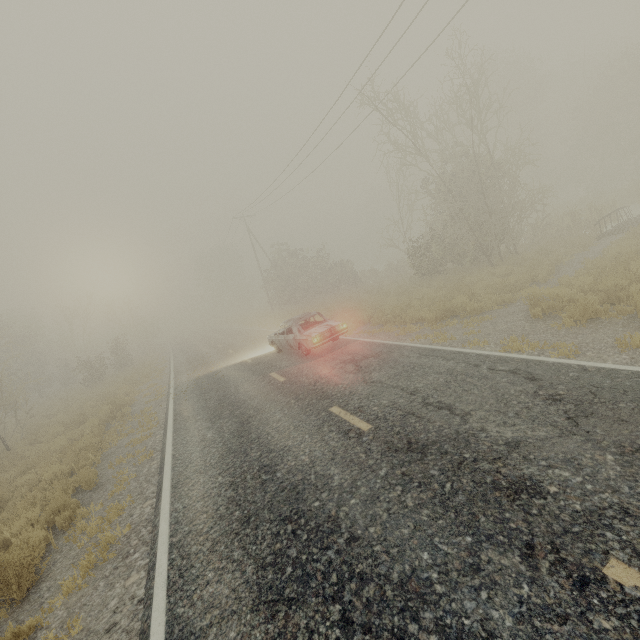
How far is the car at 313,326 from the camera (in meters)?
11.67

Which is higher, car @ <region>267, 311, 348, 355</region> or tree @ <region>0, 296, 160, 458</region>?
tree @ <region>0, 296, 160, 458</region>

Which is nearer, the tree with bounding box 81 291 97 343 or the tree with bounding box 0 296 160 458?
the tree with bounding box 0 296 160 458

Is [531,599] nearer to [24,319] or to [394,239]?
[394,239]

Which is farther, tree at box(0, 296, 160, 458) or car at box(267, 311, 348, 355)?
tree at box(0, 296, 160, 458)

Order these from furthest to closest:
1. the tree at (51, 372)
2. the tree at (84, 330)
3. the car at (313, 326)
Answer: the tree at (84, 330)
the tree at (51, 372)
the car at (313, 326)

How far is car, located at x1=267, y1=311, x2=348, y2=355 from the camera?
11.67m

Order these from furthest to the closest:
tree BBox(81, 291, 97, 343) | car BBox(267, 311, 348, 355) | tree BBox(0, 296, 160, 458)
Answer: tree BBox(81, 291, 97, 343) → tree BBox(0, 296, 160, 458) → car BBox(267, 311, 348, 355)
